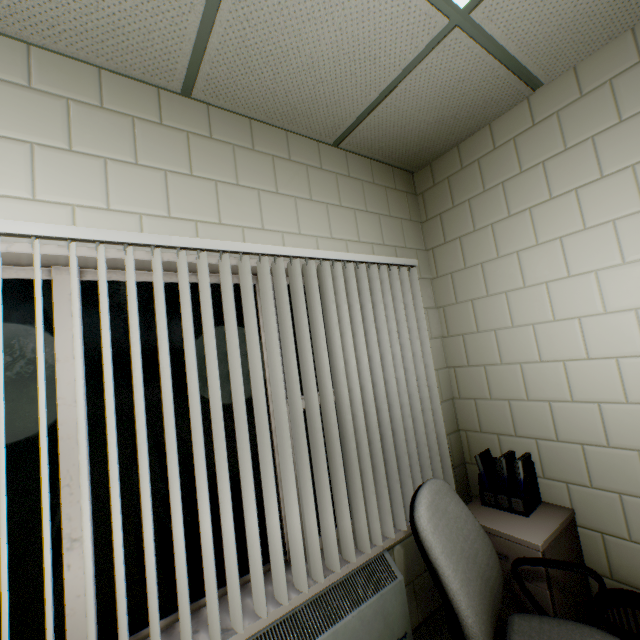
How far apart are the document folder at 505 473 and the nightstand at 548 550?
0.0m

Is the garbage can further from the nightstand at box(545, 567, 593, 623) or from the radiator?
the radiator

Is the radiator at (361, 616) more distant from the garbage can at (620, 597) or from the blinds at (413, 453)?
the garbage can at (620, 597)

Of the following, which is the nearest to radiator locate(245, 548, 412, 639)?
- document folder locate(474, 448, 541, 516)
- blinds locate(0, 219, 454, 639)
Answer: blinds locate(0, 219, 454, 639)

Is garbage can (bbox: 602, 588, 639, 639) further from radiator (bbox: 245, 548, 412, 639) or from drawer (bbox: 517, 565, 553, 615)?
radiator (bbox: 245, 548, 412, 639)

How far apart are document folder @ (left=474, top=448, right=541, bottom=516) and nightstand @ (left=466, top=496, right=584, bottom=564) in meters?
0.0

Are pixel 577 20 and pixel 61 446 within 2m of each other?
no
